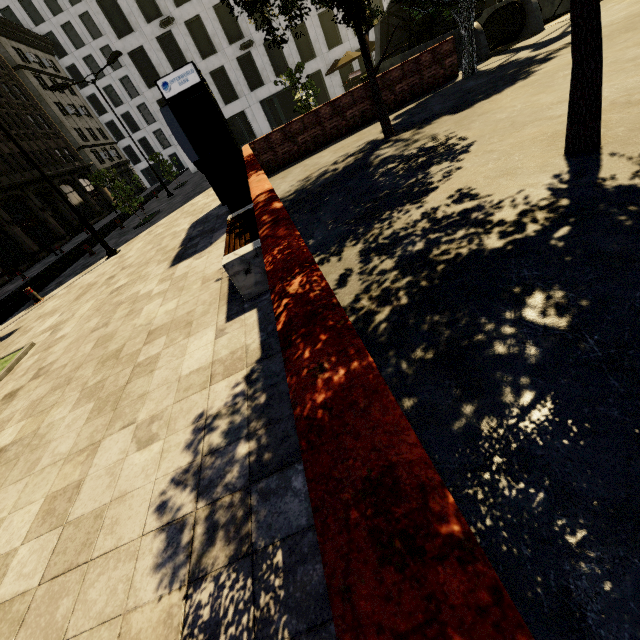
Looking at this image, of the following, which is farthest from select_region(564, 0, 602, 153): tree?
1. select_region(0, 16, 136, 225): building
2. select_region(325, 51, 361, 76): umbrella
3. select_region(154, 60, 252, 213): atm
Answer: select_region(325, 51, 361, 76): umbrella

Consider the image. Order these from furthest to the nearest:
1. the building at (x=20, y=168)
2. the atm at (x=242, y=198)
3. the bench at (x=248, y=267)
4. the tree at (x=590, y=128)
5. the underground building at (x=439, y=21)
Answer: the building at (x=20, y=168) < the underground building at (x=439, y=21) < the atm at (x=242, y=198) < the bench at (x=248, y=267) < the tree at (x=590, y=128)

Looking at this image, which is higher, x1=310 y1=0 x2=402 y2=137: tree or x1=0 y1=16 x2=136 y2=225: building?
x1=0 y1=16 x2=136 y2=225: building

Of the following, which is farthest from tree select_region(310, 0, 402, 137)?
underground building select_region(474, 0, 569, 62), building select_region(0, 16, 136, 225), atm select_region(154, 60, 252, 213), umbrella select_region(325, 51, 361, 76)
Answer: umbrella select_region(325, 51, 361, 76)

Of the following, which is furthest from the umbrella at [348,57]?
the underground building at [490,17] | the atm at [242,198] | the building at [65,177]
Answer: the building at [65,177]

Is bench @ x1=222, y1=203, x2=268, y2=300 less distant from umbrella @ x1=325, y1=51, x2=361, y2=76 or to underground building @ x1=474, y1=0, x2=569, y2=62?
underground building @ x1=474, y1=0, x2=569, y2=62

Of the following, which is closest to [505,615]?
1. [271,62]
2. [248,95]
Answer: [248,95]

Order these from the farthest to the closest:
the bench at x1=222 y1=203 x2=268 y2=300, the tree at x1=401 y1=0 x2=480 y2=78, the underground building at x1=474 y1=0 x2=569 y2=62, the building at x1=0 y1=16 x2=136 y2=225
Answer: the building at x1=0 y1=16 x2=136 y2=225
the underground building at x1=474 y1=0 x2=569 y2=62
the tree at x1=401 y1=0 x2=480 y2=78
the bench at x1=222 y1=203 x2=268 y2=300
